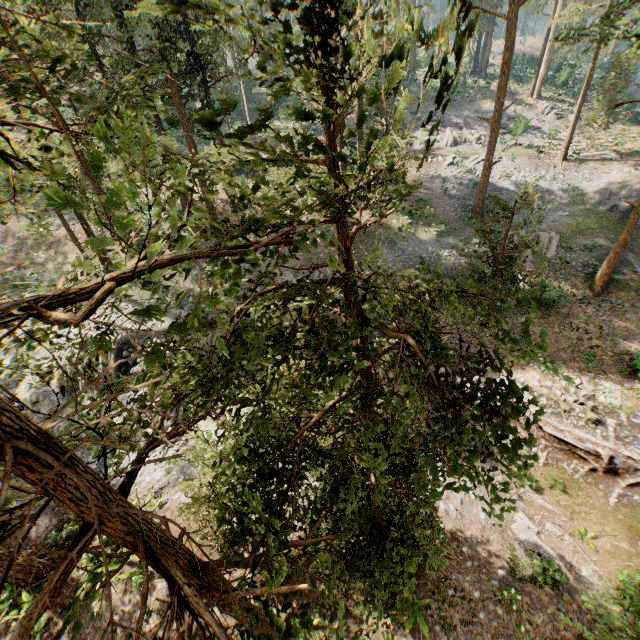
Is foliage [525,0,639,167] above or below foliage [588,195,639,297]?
above

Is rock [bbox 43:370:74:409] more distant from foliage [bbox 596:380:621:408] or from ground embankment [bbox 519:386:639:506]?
foliage [bbox 596:380:621:408]

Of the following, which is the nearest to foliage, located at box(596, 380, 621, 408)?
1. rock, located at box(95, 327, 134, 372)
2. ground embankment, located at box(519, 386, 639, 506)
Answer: ground embankment, located at box(519, 386, 639, 506)

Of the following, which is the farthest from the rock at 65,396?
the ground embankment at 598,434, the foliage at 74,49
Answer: the foliage at 74,49

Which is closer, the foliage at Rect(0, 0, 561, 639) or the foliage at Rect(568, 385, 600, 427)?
the foliage at Rect(0, 0, 561, 639)

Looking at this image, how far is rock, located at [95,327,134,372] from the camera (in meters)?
20.29

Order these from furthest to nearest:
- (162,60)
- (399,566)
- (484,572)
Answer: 1. (162,60)
2. (484,572)
3. (399,566)
